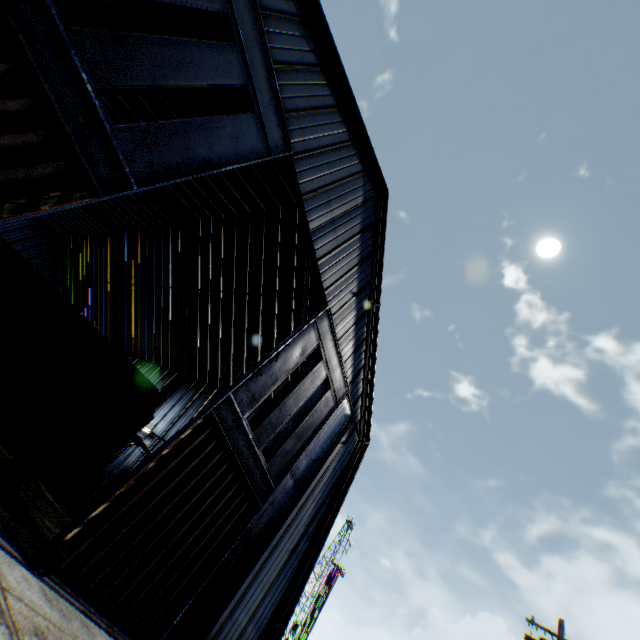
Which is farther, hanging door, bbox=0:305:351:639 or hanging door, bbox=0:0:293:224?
hanging door, bbox=0:305:351:639

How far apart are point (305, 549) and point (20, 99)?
16.57m

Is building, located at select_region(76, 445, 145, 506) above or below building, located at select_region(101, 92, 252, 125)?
below

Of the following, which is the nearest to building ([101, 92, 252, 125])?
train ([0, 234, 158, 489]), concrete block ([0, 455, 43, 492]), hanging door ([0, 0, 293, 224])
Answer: hanging door ([0, 0, 293, 224])

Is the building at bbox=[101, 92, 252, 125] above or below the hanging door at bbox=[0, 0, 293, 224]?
above

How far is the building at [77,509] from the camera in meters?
20.0

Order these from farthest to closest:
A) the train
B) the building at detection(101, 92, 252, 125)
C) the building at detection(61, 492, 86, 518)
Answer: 1. the building at detection(61, 492, 86, 518)
2. the building at detection(101, 92, 252, 125)
3. the train
